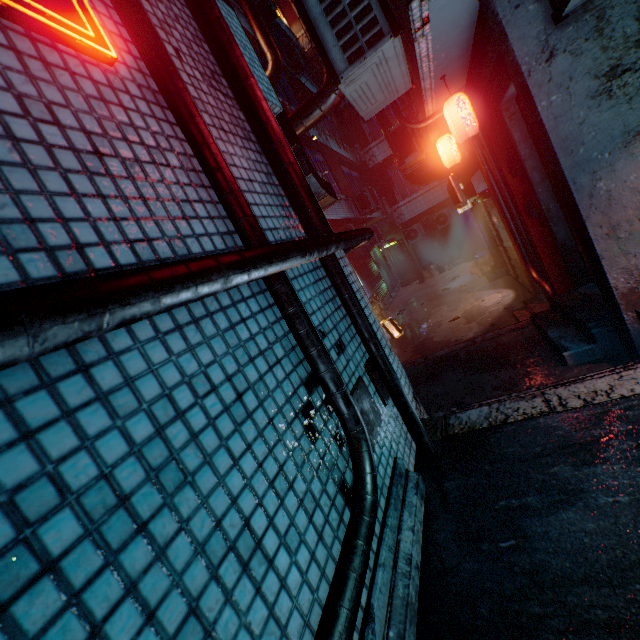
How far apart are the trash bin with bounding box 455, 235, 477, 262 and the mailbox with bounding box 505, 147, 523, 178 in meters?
11.5 m

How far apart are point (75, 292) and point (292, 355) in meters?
0.9

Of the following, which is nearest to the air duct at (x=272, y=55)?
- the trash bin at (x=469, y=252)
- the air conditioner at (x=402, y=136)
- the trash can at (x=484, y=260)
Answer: the air conditioner at (x=402, y=136)

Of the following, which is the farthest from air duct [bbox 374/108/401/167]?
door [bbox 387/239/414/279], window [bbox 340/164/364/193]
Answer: door [bbox 387/239/414/279]

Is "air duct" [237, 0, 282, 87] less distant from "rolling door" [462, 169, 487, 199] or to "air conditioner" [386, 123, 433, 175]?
"air conditioner" [386, 123, 433, 175]

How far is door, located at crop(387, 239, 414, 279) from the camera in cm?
1767

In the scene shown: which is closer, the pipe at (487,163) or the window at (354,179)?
the pipe at (487,163)

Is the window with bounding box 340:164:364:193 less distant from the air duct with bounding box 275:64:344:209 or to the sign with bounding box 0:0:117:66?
the air duct with bounding box 275:64:344:209
